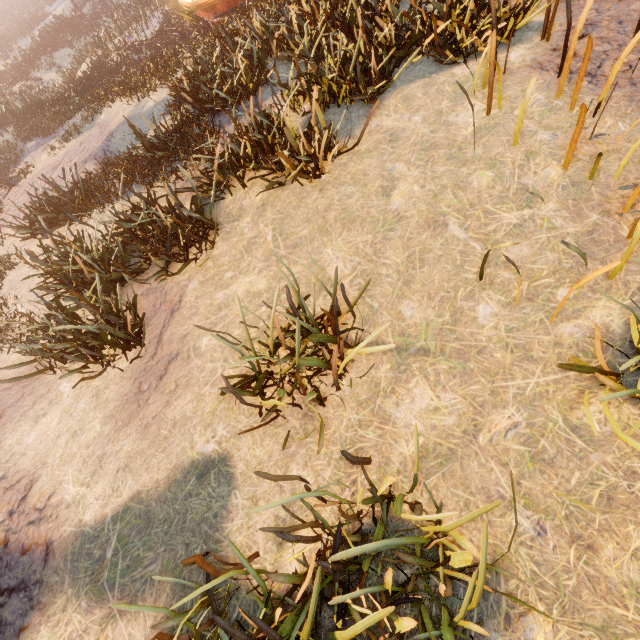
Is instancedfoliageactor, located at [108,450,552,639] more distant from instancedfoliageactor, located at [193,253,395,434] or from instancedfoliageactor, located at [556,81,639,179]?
instancedfoliageactor, located at [193,253,395,434]

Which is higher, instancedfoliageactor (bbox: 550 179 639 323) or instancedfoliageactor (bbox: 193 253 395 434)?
instancedfoliageactor (bbox: 193 253 395 434)

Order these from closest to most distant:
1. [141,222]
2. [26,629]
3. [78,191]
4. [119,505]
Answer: [26,629]
[119,505]
[141,222]
[78,191]

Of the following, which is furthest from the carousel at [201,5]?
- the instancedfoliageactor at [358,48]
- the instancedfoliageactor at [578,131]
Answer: the instancedfoliageactor at [578,131]

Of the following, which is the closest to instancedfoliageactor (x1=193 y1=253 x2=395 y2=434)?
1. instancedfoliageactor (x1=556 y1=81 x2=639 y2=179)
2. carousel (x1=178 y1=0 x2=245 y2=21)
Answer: instancedfoliageactor (x1=556 y1=81 x2=639 y2=179)

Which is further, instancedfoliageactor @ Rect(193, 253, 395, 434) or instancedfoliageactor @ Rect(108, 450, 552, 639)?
instancedfoliageactor @ Rect(193, 253, 395, 434)

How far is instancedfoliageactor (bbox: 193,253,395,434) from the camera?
3.5 meters

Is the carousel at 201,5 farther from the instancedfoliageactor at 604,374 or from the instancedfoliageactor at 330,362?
the instancedfoliageactor at 330,362
